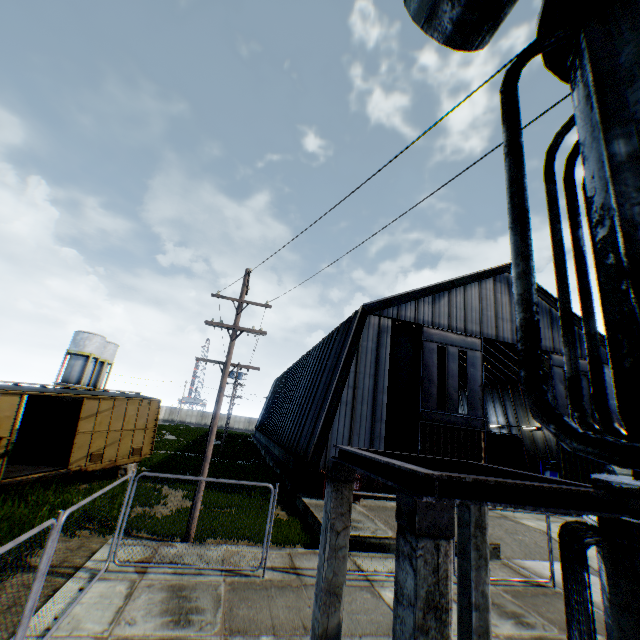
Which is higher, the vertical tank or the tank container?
the vertical tank

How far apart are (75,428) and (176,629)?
15.69m

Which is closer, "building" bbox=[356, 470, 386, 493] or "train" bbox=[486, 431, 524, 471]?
"building" bbox=[356, 470, 386, 493]

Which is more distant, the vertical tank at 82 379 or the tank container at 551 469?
the vertical tank at 82 379

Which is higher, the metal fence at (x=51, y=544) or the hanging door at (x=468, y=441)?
the hanging door at (x=468, y=441)

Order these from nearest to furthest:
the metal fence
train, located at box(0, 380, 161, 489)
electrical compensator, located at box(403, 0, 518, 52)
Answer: electrical compensator, located at box(403, 0, 518, 52) → the metal fence → train, located at box(0, 380, 161, 489)

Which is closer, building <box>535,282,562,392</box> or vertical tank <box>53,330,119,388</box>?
building <box>535,282,562,392</box>

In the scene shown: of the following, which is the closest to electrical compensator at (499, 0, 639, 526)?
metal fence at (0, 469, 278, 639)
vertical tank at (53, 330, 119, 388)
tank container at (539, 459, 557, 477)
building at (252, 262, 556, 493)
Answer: metal fence at (0, 469, 278, 639)
